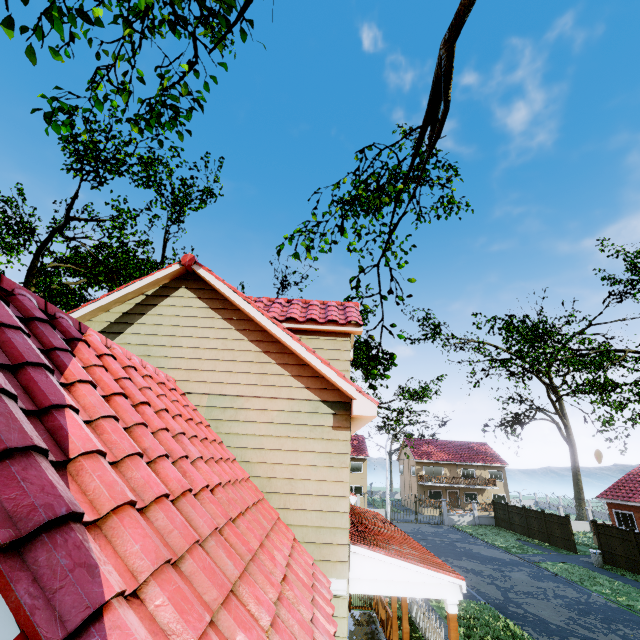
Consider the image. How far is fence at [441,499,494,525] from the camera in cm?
3503

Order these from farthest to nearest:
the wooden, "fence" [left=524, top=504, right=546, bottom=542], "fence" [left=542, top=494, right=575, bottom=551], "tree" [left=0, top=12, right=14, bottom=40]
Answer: "fence" [left=524, top=504, right=546, bottom=542] < "fence" [left=542, top=494, right=575, bottom=551] < the wooden < "tree" [left=0, top=12, right=14, bottom=40]

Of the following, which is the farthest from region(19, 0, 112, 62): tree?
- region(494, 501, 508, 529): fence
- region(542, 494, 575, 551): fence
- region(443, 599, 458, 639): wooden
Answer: region(494, 501, 508, 529): fence

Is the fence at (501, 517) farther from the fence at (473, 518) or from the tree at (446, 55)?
the tree at (446, 55)

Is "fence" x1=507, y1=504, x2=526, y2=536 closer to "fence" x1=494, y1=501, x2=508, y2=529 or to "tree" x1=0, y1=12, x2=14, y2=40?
"fence" x1=494, y1=501, x2=508, y2=529

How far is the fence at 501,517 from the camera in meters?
33.2 m

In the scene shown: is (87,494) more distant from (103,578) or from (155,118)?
(155,118)
